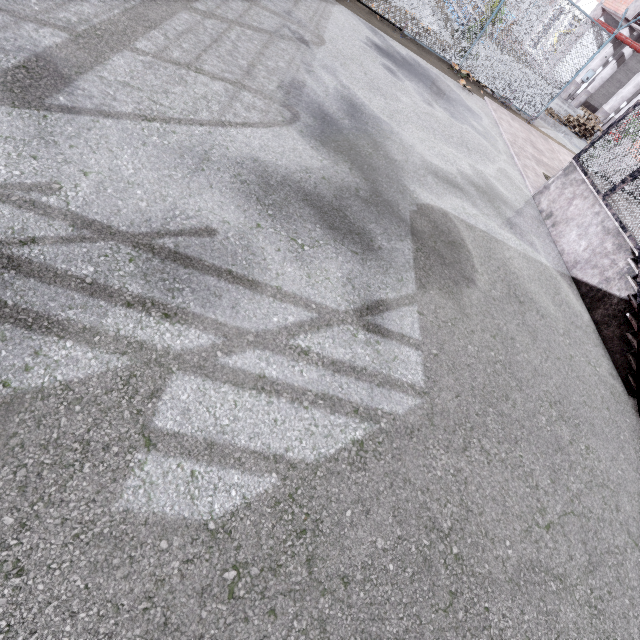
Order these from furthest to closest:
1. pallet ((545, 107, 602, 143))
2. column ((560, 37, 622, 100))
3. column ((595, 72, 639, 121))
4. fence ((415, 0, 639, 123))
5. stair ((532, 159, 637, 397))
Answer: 1. column ((560, 37, 622, 100))
2. column ((595, 72, 639, 121))
3. pallet ((545, 107, 602, 143))
4. fence ((415, 0, 639, 123))
5. stair ((532, 159, 637, 397))

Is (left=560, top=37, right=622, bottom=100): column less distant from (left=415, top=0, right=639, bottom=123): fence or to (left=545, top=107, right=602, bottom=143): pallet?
(left=415, top=0, right=639, bottom=123): fence

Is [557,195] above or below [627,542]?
above

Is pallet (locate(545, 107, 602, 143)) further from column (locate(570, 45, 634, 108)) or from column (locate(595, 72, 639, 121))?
column (locate(570, 45, 634, 108))

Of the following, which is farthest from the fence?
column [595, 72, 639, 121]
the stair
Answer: column [595, 72, 639, 121]

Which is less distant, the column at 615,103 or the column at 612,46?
the column at 615,103

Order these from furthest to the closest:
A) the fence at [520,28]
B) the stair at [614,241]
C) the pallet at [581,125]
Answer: the pallet at [581,125]
the fence at [520,28]
the stair at [614,241]

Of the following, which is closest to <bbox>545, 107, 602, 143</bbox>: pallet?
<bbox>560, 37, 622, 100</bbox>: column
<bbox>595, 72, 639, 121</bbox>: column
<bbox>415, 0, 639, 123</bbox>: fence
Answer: <bbox>595, 72, 639, 121</bbox>: column
